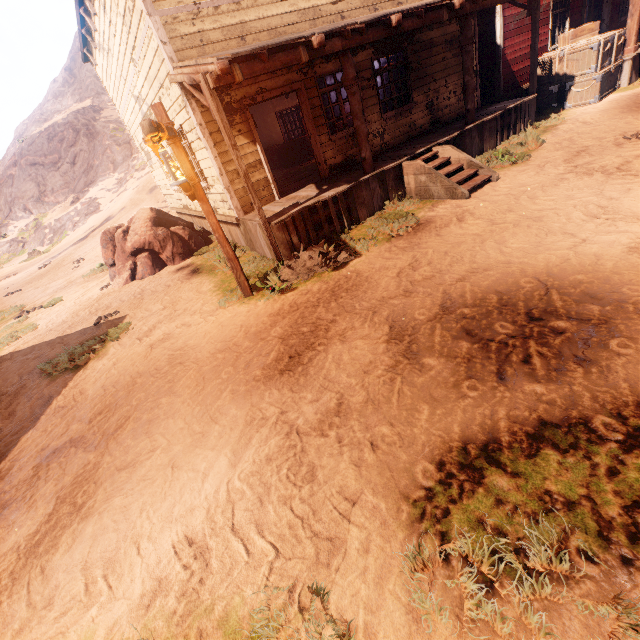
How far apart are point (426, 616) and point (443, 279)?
4.0m

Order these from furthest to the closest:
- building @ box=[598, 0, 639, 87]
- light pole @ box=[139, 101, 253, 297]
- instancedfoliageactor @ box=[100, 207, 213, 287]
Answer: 1. building @ box=[598, 0, 639, 87]
2. instancedfoliageactor @ box=[100, 207, 213, 287]
3. light pole @ box=[139, 101, 253, 297]

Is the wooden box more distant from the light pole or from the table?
the light pole

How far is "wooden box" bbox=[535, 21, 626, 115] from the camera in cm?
1055

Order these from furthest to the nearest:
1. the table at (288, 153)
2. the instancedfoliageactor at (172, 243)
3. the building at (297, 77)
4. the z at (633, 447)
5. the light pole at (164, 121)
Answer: the table at (288, 153) → the instancedfoliageactor at (172, 243) → the building at (297, 77) → the light pole at (164, 121) → the z at (633, 447)

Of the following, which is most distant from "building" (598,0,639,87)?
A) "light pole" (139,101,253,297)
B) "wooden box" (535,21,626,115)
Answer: "light pole" (139,101,253,297)

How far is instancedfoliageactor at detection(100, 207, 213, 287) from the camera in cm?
1013

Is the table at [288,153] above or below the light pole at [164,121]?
below
